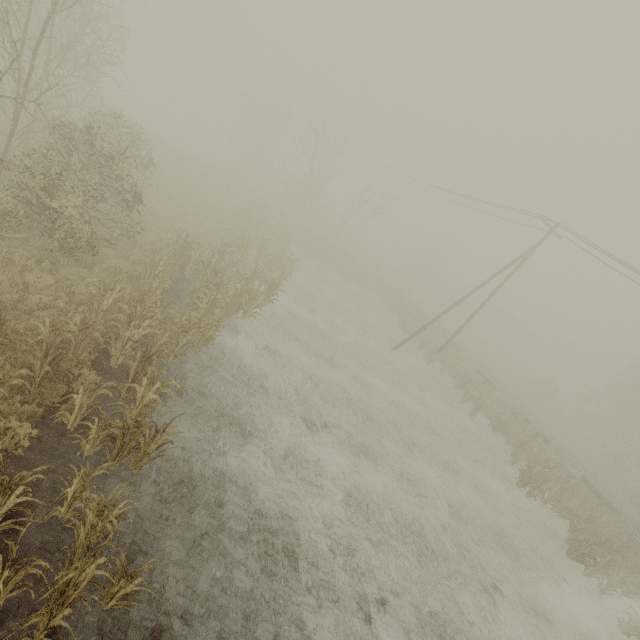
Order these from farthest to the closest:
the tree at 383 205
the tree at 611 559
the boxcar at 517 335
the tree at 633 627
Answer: the boxcar at 517 335
the tree at 383 205
the tree at 611 559
the tree at 633 627

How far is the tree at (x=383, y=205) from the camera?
33.1 meters

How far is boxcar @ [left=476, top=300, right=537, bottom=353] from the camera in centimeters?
5334cm

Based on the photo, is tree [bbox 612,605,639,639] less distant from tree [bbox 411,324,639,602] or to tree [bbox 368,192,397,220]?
tree [bbox 411,324,639,602]

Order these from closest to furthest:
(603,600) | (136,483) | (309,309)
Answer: (136,483) < (603,600) < (309,309)

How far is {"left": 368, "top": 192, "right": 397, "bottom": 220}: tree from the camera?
33.1m

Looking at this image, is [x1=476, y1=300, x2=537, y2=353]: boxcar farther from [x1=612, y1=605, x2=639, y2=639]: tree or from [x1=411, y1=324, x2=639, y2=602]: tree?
[x1=612, y1=605, x2=639, y2=639]: tree

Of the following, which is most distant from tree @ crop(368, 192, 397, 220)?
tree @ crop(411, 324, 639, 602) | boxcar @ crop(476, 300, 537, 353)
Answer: boxcar @ crop(476, 300, 537, 353)
